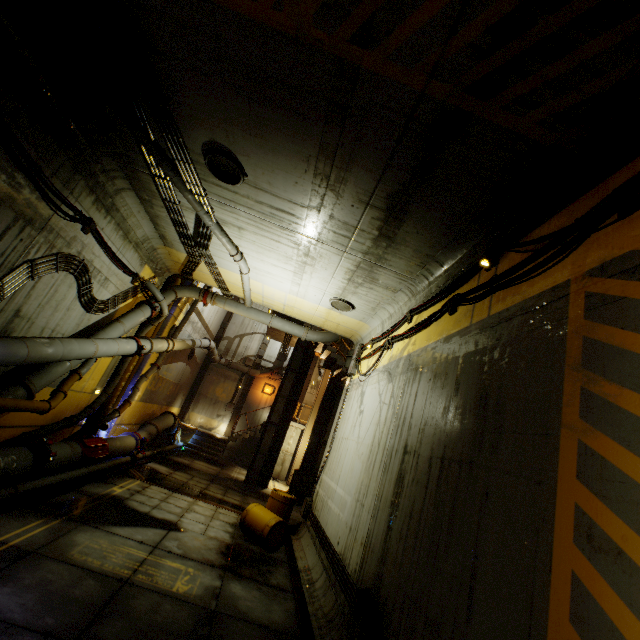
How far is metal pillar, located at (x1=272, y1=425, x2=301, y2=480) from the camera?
20.5m

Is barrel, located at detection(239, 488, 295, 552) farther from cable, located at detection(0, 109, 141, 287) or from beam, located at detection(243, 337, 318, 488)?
beam, located at detection(243, 337, 318, 488)

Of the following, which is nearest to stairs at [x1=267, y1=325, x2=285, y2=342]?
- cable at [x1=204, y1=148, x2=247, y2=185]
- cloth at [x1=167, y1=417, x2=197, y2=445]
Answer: cloth at [x1=167, y1=417, x2=197, y2=445]

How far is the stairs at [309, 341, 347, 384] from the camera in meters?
16.2 m

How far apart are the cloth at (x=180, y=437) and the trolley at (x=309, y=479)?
7.03m

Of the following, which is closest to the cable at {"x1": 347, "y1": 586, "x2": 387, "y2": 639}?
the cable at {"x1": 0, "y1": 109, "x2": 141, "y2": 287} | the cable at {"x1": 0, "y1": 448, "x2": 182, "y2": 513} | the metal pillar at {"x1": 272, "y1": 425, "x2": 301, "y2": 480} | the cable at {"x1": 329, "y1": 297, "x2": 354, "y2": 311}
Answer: the cable at {"x1": 329, "y1": 297, "x2": 354, "y2": 311}

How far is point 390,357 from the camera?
8.41m

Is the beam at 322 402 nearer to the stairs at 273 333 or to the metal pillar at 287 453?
the stairs at 273 333
